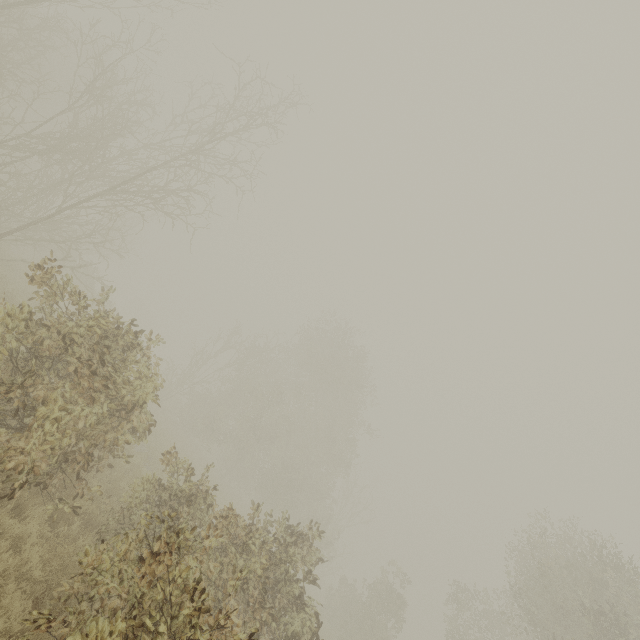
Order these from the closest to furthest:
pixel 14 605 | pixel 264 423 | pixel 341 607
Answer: pixel 14 605 < pixel 341 607 < pixel 264 423
